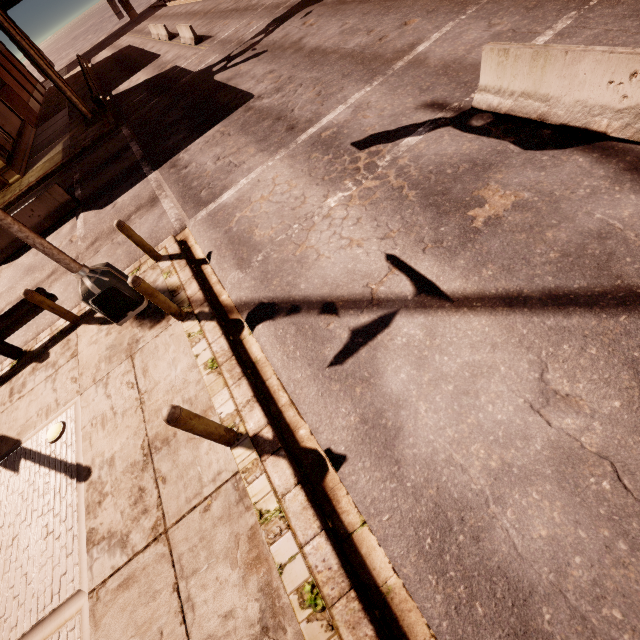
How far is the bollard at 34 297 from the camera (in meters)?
7.00

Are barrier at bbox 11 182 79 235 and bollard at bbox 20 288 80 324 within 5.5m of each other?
no

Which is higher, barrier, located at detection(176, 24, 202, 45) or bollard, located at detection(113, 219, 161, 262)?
bollard, located at detection(113, 219, 161, 262)

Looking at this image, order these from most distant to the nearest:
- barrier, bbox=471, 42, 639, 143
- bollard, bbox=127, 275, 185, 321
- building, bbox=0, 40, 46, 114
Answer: building, bbox=0, 40, 46, 114 → bollard, bbox=127, 275, 185, 321 → barrier, bbox=471, 42, 639, 143

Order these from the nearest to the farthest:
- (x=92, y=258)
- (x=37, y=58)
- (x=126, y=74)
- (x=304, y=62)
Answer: (x=92, y=258)
(x=304, y=62)
(x=37, y=58)
(x=126, y=74)

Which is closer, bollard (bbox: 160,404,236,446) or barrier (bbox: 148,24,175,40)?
bollard (bbox: 160,404,236,446)

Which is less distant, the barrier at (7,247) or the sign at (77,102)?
the barrier at (7,247)

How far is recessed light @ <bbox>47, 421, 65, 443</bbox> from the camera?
5.9m
